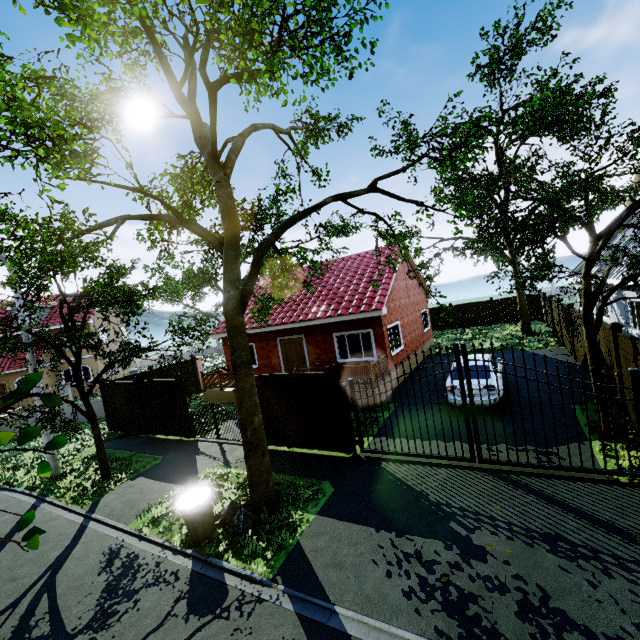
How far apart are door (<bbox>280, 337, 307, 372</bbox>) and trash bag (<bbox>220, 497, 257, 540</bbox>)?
9.1m

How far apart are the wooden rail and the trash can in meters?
7.1 m

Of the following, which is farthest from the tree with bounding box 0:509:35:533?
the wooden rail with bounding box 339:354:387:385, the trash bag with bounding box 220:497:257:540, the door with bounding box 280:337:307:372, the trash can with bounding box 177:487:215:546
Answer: the door with bounding box 280:337:307:372

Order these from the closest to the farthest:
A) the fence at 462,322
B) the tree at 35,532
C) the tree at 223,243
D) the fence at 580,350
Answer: the tree at 35,532 < the tree at 223,243 < the fence at 580,350 < the fence at 462,322

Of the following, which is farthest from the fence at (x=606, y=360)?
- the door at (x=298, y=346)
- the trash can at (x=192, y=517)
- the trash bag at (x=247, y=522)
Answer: the door at (x=298, y=346)

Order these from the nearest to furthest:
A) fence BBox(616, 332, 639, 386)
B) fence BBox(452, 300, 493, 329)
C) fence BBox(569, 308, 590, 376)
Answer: fence BBox(616, 332, 639, 386) → fence BBox(569, 308, 590, 376) → fence BBox(452, 300, 493, 329)

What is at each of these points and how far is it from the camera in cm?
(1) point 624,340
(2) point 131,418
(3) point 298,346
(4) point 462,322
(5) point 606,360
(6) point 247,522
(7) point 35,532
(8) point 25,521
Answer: (1) fence, 773
(2) fence, 1466
(3) door, 1648
(4) fence, 2861
(5) fence, 950
(6) trash bag, 666
(7) tree, 178
(8) tree, 179

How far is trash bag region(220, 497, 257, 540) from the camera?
6.58m
